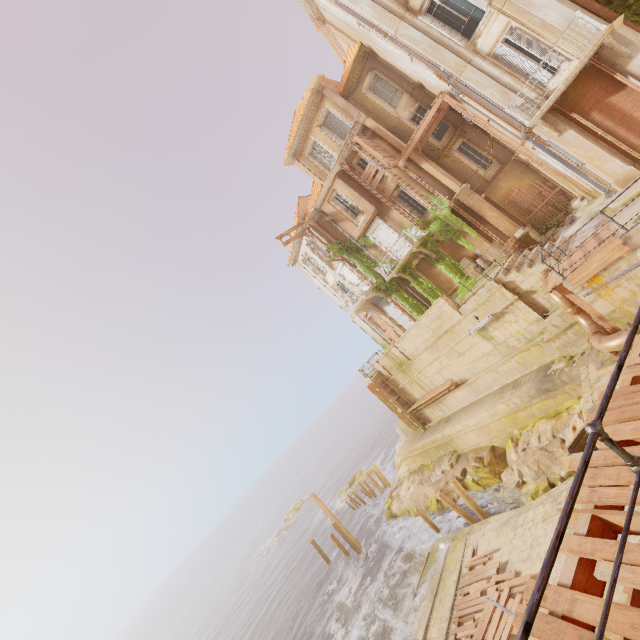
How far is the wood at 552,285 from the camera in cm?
1081

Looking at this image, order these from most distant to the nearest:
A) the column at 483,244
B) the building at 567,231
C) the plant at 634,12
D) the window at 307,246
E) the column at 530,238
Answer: the window at 307,246, the column at 483,244, the column at 530,238, the building at 567,231, the plant at 634,12

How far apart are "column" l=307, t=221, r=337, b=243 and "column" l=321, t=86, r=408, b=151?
7.8 meters

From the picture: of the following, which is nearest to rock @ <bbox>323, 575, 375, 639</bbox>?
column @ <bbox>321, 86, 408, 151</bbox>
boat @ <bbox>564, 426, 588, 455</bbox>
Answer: boat @ <bbox>564, 426, 588, 455</bbox>

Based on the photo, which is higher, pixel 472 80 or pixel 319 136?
pixel 319 136

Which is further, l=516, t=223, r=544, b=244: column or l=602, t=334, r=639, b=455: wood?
l=516, t=223, r=544, b=244: column

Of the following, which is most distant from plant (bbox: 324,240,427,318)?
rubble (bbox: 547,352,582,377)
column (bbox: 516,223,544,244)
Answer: rubble (bbox: 547,352,582,377)

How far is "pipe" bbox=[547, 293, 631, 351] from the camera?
9.9m
